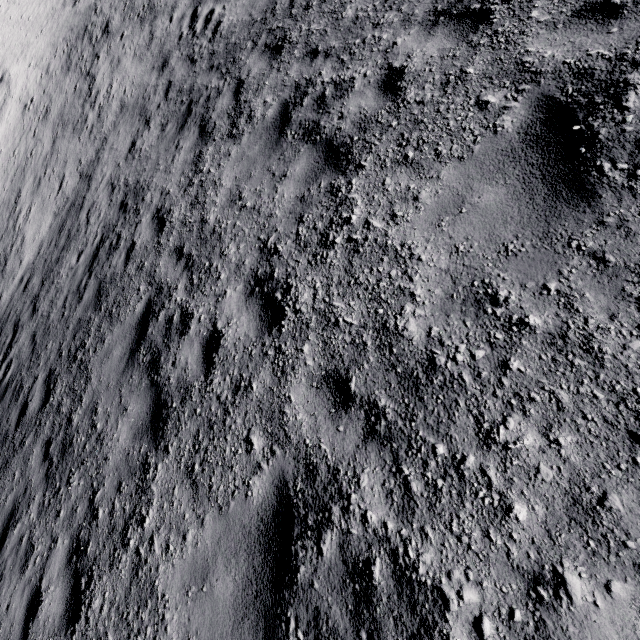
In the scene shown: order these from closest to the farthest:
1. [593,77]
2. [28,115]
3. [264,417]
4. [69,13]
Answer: [593,77], [264,417], [28,115], [69,13]
